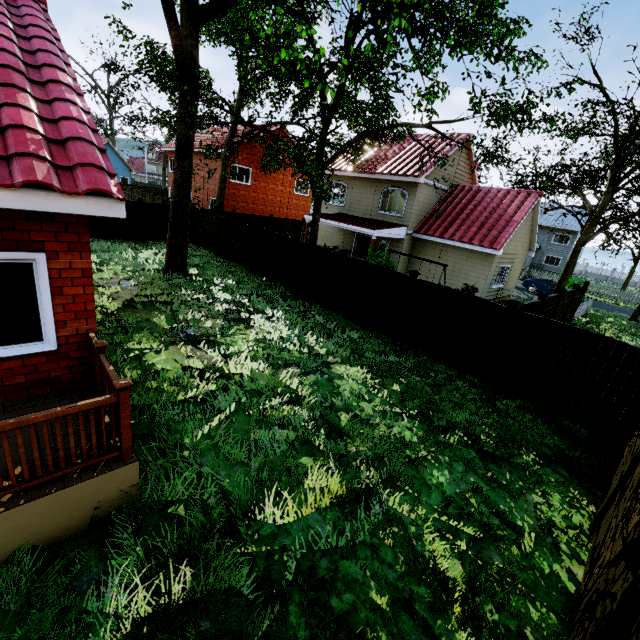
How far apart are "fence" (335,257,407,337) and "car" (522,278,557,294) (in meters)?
23.18

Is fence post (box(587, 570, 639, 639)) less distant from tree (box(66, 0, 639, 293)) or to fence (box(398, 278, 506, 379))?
fence (box(398, 278, 506, 379))

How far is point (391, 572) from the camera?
3.9 meters

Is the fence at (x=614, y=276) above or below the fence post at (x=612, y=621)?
below

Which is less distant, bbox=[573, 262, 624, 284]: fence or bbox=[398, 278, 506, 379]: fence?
bbox=[398, 278, 506, 379]: fence

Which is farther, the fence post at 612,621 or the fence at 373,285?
the fence at 373,285

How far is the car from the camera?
26.98m

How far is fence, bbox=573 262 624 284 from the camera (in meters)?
48.41
